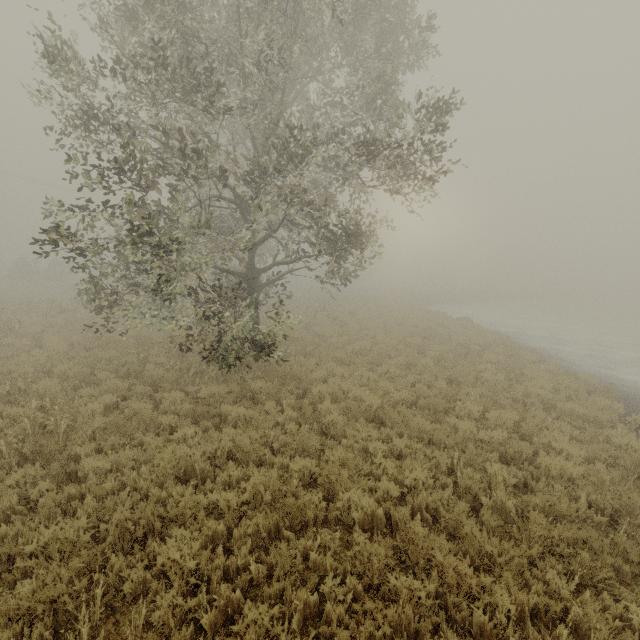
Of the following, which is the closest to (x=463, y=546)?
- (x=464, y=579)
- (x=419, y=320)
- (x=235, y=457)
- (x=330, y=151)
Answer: (x=464, y=579)

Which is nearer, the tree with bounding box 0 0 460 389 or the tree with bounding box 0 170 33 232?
the tree with bounding box 0 0 460 389

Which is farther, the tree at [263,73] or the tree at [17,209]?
the tree at [17,209]
